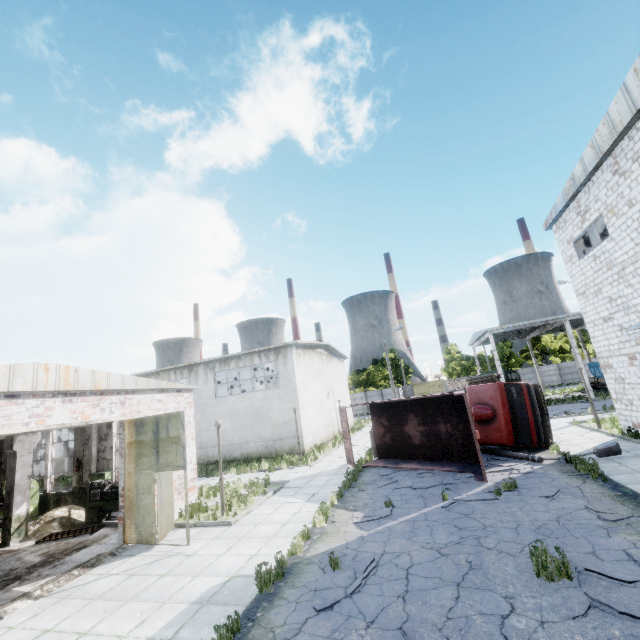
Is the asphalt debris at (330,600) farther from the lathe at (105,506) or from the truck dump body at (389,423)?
the lathe at (105,506)

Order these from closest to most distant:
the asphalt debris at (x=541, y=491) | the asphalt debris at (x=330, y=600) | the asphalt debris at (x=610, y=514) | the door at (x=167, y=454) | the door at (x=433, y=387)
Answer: the asphalt debris at (x=330, y=600) < the asphalt debris at (x=610, y=514) < the asphalt debris at (x=541, y=491) < the door at (x=167, y=454) < the door at (x=433, y=387)

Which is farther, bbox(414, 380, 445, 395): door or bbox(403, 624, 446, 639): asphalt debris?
bbox(414, 380, 445, 395): door

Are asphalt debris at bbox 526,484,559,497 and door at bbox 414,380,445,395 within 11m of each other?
no

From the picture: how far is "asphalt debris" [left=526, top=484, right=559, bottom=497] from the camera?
9.4m

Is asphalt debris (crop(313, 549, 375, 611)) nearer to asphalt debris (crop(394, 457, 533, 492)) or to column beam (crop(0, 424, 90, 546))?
asphalt debris (crop(394, 457, 533, 492))

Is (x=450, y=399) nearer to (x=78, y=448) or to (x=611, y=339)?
(x=611, y=339)

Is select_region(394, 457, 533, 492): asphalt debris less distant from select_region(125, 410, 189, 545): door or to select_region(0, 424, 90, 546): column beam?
select_region(125, 410, 189, 545): door
